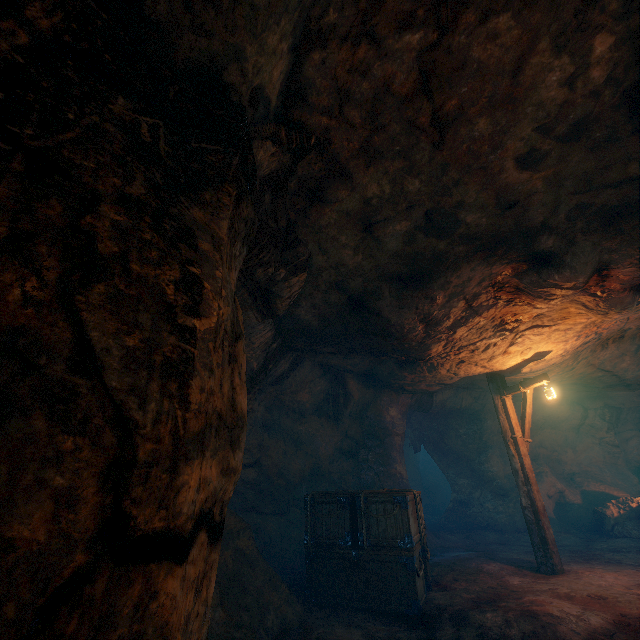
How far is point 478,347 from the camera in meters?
7.2 m

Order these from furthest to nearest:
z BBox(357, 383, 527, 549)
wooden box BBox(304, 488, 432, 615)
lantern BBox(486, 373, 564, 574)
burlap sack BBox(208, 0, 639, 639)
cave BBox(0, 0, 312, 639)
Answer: z BBox(357, 383, 527, 549) < lantern BBox(486, 373, 564, 574) < wooden box BBox(304, 488, 432, 615) < burlap sack BBox(208, 0, 639, 639) < cave BBox(0, 0, 312, 639)

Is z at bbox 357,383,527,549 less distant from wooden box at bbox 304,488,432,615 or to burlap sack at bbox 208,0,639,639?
burlap sack at bbox 208,0,639,639

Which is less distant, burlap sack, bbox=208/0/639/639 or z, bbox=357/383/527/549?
burlap sack, bbox=208/0/639/639

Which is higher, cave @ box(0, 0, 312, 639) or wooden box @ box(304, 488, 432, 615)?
cave @ box(0, 0, 312, 639)

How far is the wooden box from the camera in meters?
5.4

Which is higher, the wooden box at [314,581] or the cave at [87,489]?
the cave at [87,489]

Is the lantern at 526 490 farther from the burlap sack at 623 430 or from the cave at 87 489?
the cave at 87 489
